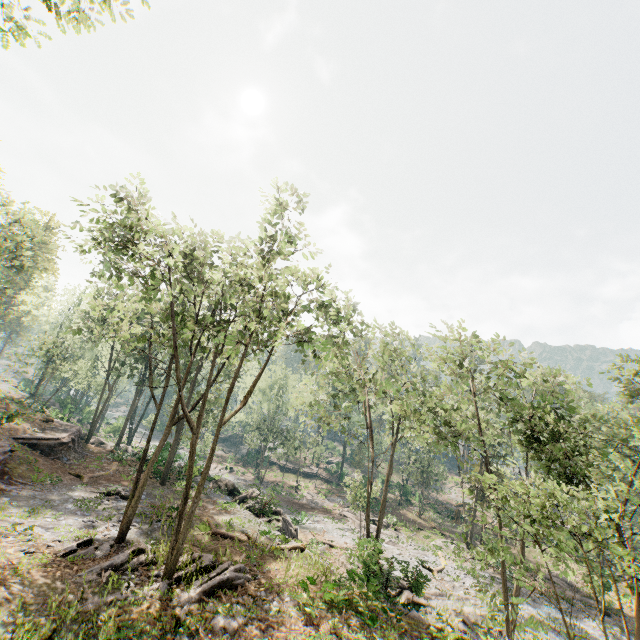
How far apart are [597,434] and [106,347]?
66.4m

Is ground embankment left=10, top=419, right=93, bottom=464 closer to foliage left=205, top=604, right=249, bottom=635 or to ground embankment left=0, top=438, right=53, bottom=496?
foliage left=205, top=604, right=249, bottom=635

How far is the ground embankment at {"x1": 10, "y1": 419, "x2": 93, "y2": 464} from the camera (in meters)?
25.30

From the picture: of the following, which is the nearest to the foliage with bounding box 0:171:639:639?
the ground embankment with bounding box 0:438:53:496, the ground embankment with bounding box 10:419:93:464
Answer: the ground embankment with bounding box 10:419:93:464

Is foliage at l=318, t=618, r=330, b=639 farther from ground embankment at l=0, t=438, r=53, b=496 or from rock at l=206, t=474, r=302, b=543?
ground embankment at l=0, t=438, r=53, b=496

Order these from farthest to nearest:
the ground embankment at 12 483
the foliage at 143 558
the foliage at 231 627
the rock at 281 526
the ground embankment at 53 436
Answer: the ground embankment at 53 436 < the rock at 281 526 < the ground embankment at 12 483 < the foliage at 143 558 < the foliage at 231 627

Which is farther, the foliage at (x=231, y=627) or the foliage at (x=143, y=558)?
the foliage at (x=143, y=558)
